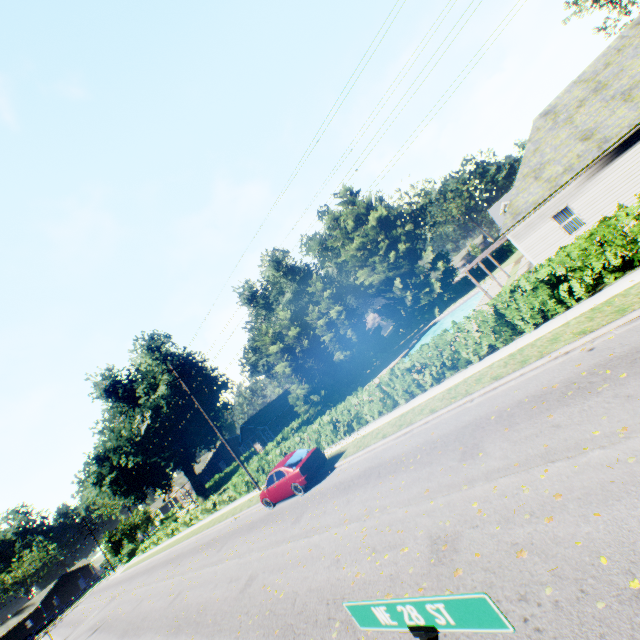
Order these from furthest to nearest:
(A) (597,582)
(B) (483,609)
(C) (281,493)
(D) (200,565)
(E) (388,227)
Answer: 1. (E) (388,227)
2. (D) (200,565)
3. (C) (281,493)
4. (A) (597,582)
5. (B) (483,609)

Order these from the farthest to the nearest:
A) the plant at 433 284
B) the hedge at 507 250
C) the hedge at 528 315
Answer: the hedge at 507 250, the plant at 433 284, the hedge at 528 315

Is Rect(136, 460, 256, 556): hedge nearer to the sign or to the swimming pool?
the sign

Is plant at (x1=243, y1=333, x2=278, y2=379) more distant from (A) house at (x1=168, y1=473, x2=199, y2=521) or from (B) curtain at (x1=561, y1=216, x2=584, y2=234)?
(B) curtain at (x1=561, y1=216, x2=584, y2=234)

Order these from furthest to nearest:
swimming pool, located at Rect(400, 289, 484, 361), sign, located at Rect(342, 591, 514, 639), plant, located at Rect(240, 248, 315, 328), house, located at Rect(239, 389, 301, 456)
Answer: plant, located at Rect(240, 248, 315, 328), house, located at Rect(239, 389, 301, 456), swimming pool, located at Rect(400, 289, 484, 361), sign, located at Rect(342, 591, 514, 639)

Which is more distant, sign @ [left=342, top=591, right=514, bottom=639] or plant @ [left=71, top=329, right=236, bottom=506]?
plant @ [left=71, top=329, right=236, bottom=506]

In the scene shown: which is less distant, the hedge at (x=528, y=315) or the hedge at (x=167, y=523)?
the hedge at (x=528, y=315)

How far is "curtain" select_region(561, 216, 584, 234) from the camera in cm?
1752
